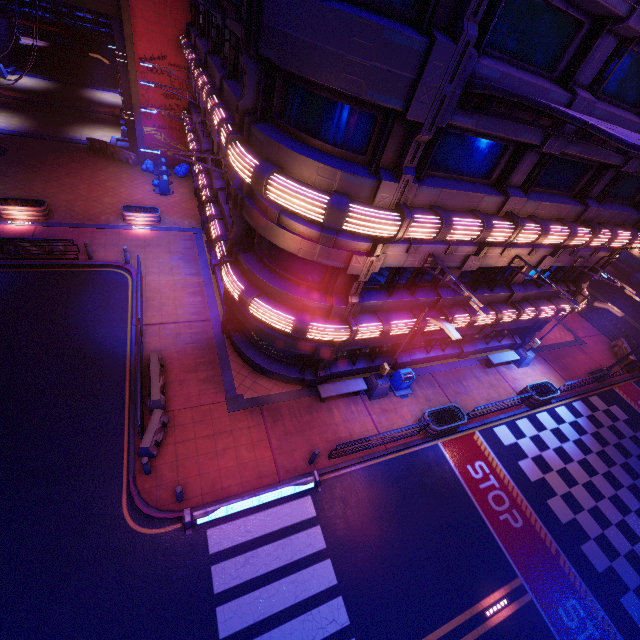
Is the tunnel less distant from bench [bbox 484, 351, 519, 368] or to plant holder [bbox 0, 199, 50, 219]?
plant holder [bbox 0, 199, 50, 219]

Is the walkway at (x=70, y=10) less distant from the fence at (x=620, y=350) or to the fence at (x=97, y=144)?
the fence at (x=97, y=144)

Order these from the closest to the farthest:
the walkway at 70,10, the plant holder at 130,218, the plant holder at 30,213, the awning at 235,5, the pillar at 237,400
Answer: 1. the awning at 235,5
2. the pillar at 237,400
3. the plant holder at 30,213
4. the plant holder at 130,218
5. the walkway at 70,10

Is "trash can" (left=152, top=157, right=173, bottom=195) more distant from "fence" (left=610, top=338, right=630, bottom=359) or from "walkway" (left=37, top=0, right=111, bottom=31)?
"fence" (left=610, top=338, right=630, bottom=359)

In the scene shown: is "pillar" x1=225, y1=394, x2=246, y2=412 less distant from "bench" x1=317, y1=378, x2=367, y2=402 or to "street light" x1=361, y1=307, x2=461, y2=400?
"bench" x1=317, y1=378, x2=367, y2=402

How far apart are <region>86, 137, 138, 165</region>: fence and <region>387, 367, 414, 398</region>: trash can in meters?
26.7

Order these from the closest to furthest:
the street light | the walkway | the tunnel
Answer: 1. the street light
2. the tunnel
3. the walkway

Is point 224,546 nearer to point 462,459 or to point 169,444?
point 169,444
